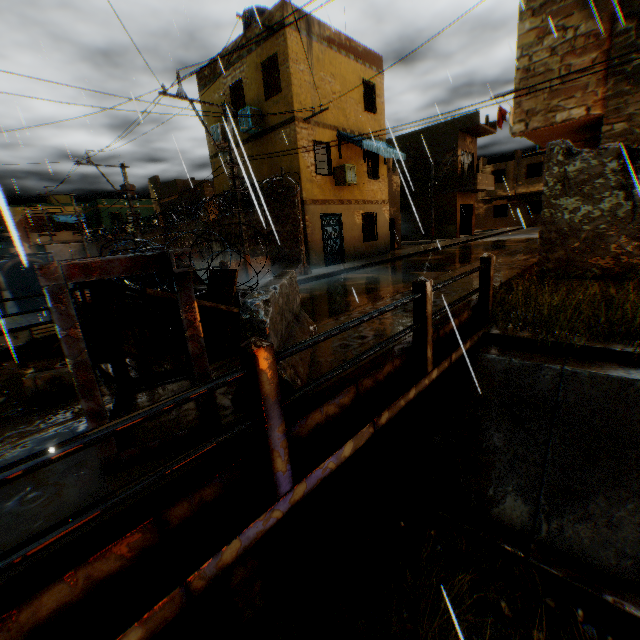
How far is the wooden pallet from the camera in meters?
4.6 m

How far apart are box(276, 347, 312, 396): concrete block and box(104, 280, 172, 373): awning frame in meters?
0.1 m

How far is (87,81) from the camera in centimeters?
833cm

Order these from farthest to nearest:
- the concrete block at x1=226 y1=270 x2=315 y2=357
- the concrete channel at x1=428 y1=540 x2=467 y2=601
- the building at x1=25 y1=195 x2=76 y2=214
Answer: the building at x1=25 y1=195 x2=76 y2=214, the concrete channel at x1=428 y1=540 x2=467 y2=601, the concrete block at x1=226 y1=270 x2=315 y2=357

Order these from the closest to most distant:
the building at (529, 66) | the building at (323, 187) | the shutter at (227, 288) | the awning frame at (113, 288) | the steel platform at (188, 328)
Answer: the steel platform at (188, 328)
the awning frame at (113, 288)
the shutter at (227, 288)
the building at (529, 66)
the building at (323, 187)

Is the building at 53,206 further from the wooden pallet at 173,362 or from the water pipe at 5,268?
the wooden pallet at 173,362

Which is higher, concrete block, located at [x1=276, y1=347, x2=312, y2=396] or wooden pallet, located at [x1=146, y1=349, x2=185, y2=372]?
concrete block, located at [x1=276, y1=347, x2=312, y2=396]

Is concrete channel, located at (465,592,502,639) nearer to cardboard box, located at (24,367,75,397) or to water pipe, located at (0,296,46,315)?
water pipe, located at (0,296,46,315)
